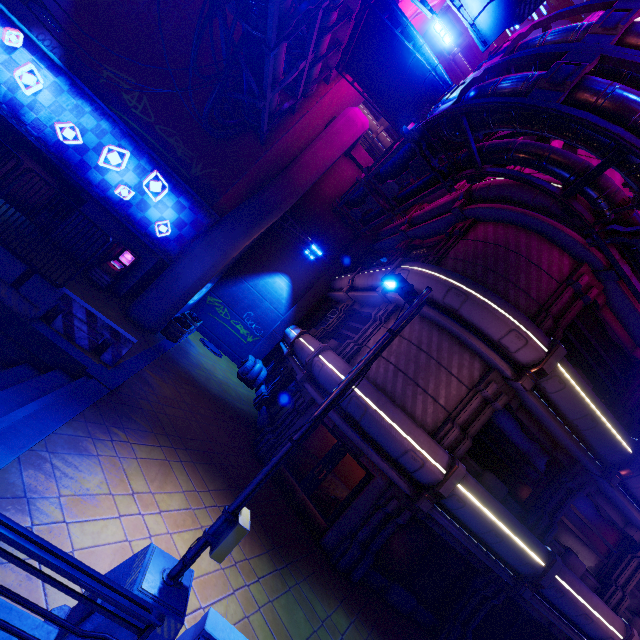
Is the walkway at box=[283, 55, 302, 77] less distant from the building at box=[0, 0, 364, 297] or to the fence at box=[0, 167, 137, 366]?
the building at box=[0, 0, 364, 297]

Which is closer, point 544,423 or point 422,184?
point 544,423

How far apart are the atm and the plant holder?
2.6m

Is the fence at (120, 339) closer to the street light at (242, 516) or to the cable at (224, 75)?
the cable at (224, 75)

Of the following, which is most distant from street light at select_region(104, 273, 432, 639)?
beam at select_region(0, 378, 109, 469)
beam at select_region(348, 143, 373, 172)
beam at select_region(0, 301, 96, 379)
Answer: beam at select_region(348, 143, 373, 172)

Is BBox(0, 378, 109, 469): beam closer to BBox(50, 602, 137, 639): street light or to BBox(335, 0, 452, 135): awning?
BBox(50, 602, 137, 639): street light

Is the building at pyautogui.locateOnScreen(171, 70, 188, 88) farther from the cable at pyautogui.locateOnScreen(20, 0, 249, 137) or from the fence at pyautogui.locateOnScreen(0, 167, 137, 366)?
the fence at pyautogui.locateOnScreen(0, 167, 137, 366)

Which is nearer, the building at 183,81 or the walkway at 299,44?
the walkway at 299,44
